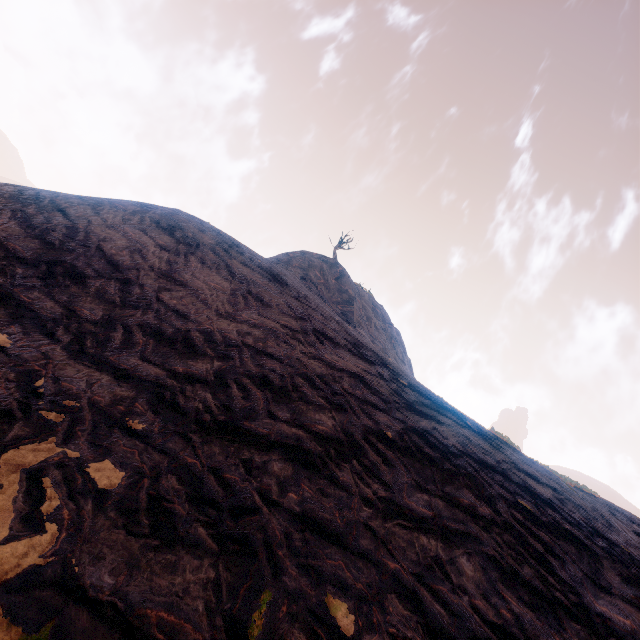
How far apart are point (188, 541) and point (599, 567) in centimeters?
699cm
